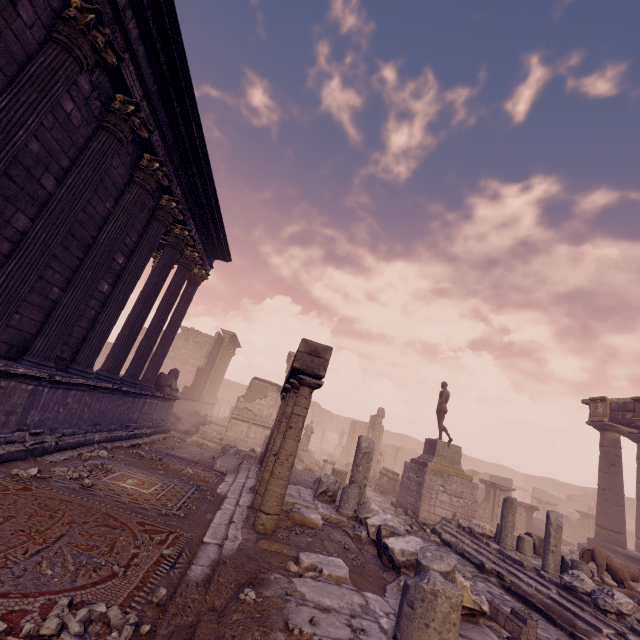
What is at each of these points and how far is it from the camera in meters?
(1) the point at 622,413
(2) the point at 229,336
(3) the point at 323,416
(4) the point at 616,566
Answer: (1) entablature, 15.6
(2) entablature, 29.5
(3) wall arch, 47.4
(4) sculpture, 9.7

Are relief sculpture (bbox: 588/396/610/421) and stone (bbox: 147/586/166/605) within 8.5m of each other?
no

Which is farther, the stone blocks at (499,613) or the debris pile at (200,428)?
the debris pile at (200,428)

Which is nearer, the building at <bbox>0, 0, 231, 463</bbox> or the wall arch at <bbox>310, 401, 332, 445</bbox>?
the building at <bbox>0, 0, 231, 463</bbox>

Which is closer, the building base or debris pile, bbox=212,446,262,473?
debris pile, bbox=212,446,262,473

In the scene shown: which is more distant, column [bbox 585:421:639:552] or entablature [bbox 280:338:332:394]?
column [bbox 585:421:639:552]

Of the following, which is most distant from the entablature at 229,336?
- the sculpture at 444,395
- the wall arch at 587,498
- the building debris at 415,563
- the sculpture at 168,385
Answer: the wall arch at 587,498

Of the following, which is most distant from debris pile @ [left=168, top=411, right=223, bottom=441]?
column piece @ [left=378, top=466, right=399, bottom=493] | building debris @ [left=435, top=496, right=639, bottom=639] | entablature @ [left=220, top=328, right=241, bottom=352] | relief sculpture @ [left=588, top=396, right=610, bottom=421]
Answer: relief sculpture @ [left=588, top=396, right=610, bottom=421]
